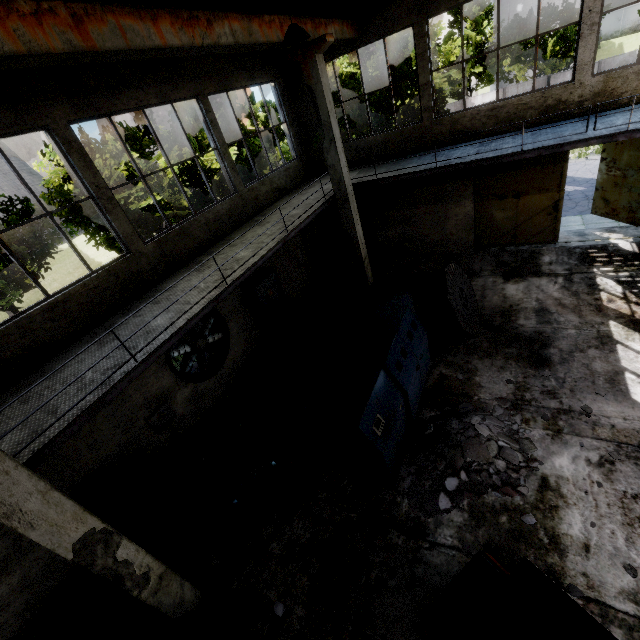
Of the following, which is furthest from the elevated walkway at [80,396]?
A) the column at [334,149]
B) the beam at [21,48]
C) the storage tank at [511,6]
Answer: the storage tank at [511,6]

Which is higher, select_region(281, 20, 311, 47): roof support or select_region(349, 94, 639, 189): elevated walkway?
select_region(281, 20, 311, 47): roof support

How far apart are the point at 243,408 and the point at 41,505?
5.9m

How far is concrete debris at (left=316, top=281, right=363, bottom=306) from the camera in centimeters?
1234cm

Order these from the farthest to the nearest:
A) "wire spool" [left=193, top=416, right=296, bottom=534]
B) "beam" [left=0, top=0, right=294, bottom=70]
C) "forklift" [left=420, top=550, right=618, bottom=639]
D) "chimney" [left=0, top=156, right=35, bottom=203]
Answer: "chimney" [left=0, top=156, right=35, bottom=203]
"wire spool" [left=193, top=416, right=296, bottom=534]
"beam" [left=0, top=0, right=294, bottom=70]
"forklift" [left=420, top=550, right=618, bottom=639]

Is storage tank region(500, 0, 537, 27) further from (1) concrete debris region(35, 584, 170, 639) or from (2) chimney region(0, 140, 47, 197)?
(2) chimney region(0, 140, 47, 197)

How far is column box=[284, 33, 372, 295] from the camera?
8.3m

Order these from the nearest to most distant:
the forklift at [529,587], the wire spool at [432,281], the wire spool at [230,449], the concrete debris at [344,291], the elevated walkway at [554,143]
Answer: the forklift at [529,587] → the wire spool at [230,449] → the elevated walkway at [554,143] → the wire spool at [432,281] → the concrete debris at [344,291]
